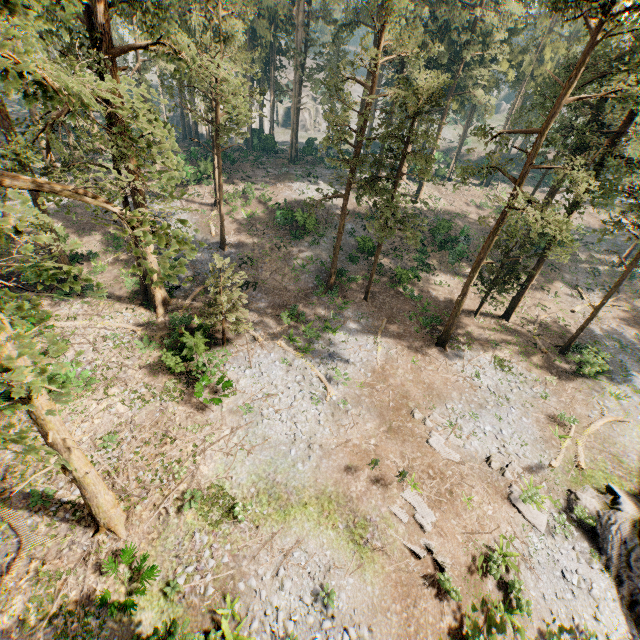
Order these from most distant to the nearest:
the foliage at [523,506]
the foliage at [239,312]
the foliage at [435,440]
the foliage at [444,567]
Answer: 1. the foliage at [239,312]
2. the foliage at [435,440]
3. the foliage at [523,506]
4. the foliage at [444,567]

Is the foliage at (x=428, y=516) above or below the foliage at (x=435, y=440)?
above

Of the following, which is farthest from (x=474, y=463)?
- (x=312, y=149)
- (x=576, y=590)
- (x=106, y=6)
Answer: (x=312, y=149)

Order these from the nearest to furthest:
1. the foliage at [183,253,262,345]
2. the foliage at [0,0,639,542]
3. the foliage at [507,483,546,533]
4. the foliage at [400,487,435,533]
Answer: the foliage at [0,0,639,542] < the foliage at [400,487,435,533] < the foliage at [507,483,546,533] < the foliage at [183,253,262,345]

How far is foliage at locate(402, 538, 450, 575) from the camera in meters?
14.4 m

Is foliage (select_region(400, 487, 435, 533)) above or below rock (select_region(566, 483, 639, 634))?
above
